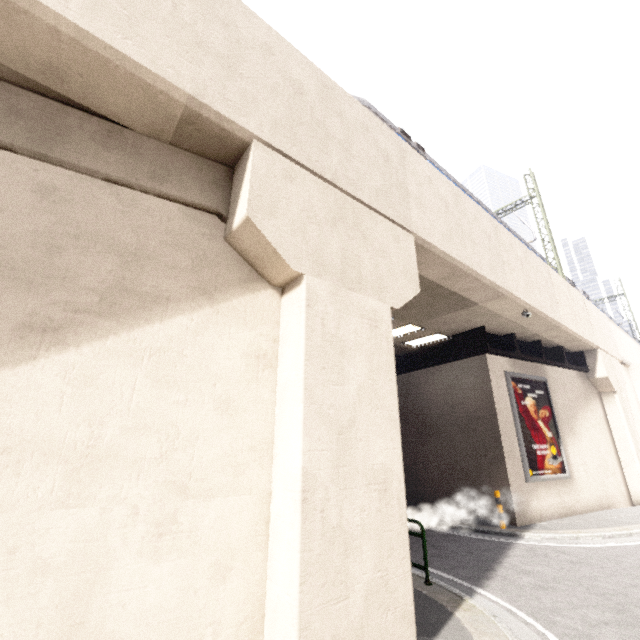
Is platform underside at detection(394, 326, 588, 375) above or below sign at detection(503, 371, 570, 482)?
above

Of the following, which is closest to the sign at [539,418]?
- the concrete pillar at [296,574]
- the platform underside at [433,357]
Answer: the platform underside at [433,357]

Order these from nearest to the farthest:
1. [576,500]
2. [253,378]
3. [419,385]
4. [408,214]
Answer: [253,378]
[408,214]
[576,500]
[419,385]

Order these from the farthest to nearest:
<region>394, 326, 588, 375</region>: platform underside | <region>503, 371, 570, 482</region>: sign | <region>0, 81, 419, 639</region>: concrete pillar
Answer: <region>394, 326, 588, 375</region>: platform underside, <region>503, 371, 570, 482</region>: sign, <region>0, 81, 419, 639</region>: concrete pillar

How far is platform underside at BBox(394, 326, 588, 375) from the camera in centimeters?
1299cm

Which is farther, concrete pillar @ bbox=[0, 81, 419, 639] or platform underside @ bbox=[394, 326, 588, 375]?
platform underside @ bbox=[394, 326, 588, 375]

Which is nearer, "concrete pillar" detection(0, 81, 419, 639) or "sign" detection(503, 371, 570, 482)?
"concrete pillar" detection(0, 81, 419, 639)
